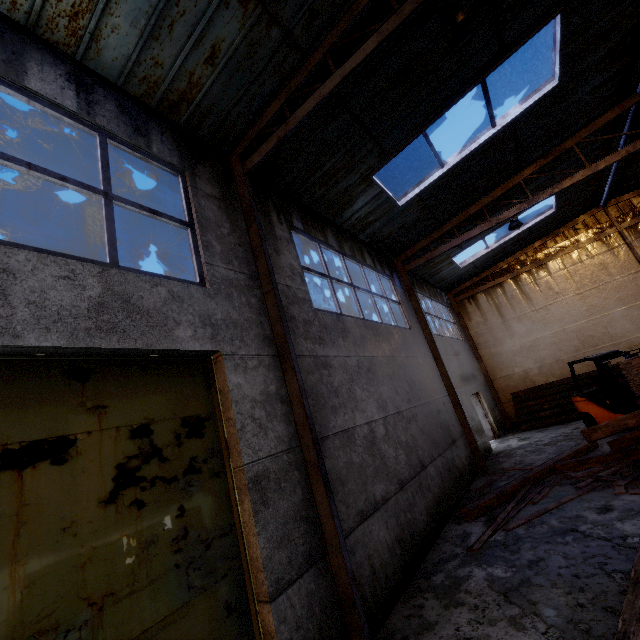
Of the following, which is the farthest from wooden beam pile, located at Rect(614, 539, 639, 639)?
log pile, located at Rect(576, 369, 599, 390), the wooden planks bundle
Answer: log pile, located at Rect(576, 369, 599, 390)

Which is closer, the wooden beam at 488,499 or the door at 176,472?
the door at 176,472

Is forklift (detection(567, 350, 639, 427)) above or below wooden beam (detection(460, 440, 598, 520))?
above

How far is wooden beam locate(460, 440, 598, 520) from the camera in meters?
6.9

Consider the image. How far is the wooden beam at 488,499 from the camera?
6.9m

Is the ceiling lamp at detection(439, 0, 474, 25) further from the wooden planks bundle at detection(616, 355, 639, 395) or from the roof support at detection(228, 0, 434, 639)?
the wooden planks bundle at detection(616, 355, 639, 395)

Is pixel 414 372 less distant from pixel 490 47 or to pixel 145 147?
pixel 490 47

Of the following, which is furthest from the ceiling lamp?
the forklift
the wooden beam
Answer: the forklift
